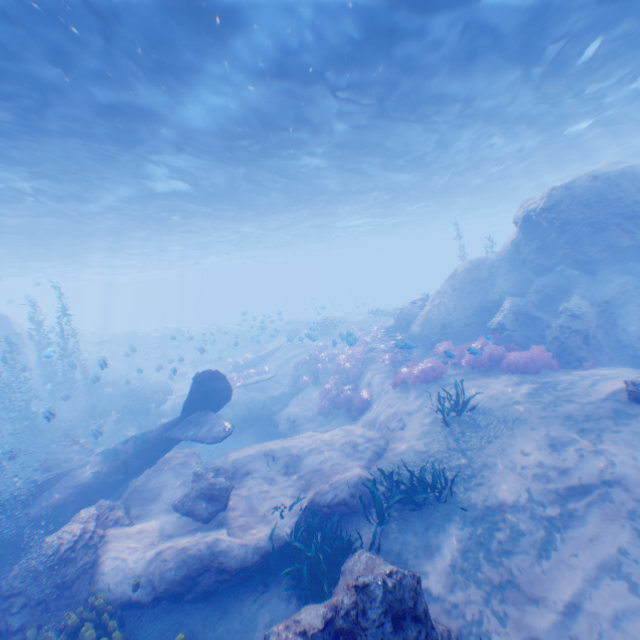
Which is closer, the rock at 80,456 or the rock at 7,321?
the rock at 80,456

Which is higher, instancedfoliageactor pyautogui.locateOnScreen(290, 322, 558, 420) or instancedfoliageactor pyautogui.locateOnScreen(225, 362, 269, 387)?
instancedfoliageactor pyautogui.locateOnScreen(225, 362, 269, 387)

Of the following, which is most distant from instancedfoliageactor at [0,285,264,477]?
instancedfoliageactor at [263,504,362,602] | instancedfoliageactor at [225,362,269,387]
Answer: instancedfoliageactor at [263,504,362,602]

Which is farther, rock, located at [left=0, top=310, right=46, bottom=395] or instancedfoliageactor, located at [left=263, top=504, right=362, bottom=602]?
rock, located at [left=0, top=310, right=46, bottom=395]

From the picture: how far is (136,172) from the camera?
15.5 meters

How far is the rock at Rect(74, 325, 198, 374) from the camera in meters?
28.1

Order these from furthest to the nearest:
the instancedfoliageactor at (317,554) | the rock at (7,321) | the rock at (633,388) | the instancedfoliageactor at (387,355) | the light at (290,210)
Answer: the rock at (7,321) → the instancedfoliageactor at (387,355) → the light at (290,210) → the rock at (633,388) → the instancedfoliageactor at (317,554)

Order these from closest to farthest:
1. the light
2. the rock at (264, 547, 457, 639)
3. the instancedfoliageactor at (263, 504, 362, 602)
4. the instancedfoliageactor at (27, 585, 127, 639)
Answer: the rock at (264, 547, 457, 639) < the instancedfoliageactor at (27, 585, 127, 639) < the instancedfoliageactor at (263, 504, 362, 602) < the light
